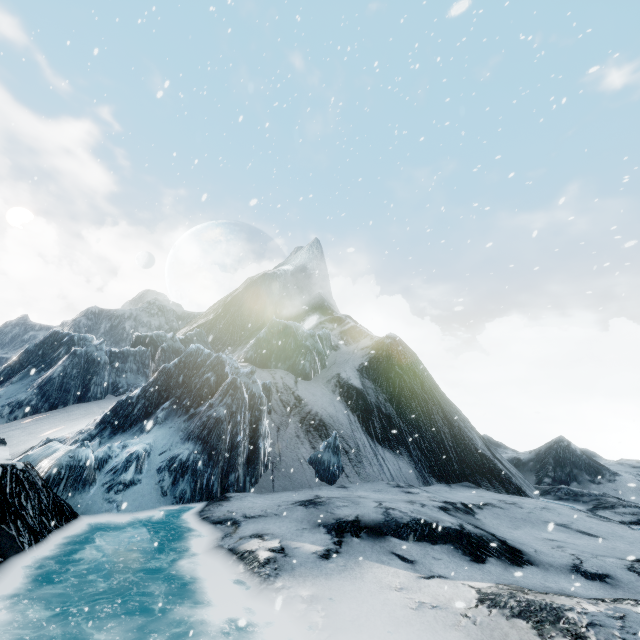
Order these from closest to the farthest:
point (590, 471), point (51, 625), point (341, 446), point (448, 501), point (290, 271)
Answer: point (51, 625) → point (448, 501) → point (341, 446) → point (590, 471) → point (290, 271)
